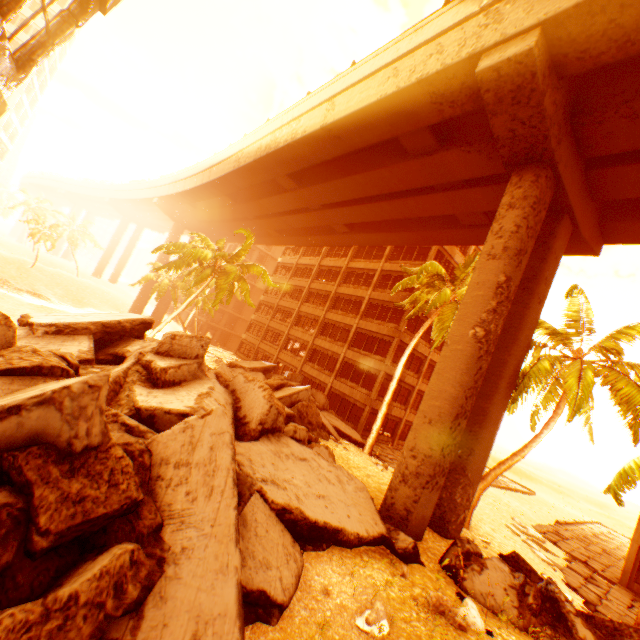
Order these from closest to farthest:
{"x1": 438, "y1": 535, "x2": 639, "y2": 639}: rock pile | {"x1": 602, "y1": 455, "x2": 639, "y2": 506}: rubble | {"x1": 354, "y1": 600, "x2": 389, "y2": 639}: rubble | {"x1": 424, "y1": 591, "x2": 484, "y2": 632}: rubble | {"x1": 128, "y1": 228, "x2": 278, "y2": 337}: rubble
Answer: {"x1": 354, "y1": 600, "x2": 389, "y2": 639}: rubble, {"x1": 424, "y1": 591, "x2": 484, "y2": 632}: rubble, {"x1": 438, "y1": 535, "x2": 639, "y2": 639}: rock pile, {"x1": 602, "y1": 455, "x2": 639, "y2": 506}: rubble, {"x1": 128, "y1": 228, "x2": 278, "y2": 337}: rubble

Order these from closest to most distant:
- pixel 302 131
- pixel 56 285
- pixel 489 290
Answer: pixel 489 290 → pixel 302 131 → pixel 56 285

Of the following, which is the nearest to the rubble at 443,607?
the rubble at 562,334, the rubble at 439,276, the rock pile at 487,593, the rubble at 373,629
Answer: the rock pile at 487,593

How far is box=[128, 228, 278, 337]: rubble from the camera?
23.1m

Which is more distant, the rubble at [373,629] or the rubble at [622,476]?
the rubble at [622,476]

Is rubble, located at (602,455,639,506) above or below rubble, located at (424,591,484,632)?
above

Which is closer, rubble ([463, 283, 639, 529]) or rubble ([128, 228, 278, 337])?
rubble ([463, 283, 639, 529])

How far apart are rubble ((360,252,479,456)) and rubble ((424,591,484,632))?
12.0 meters
